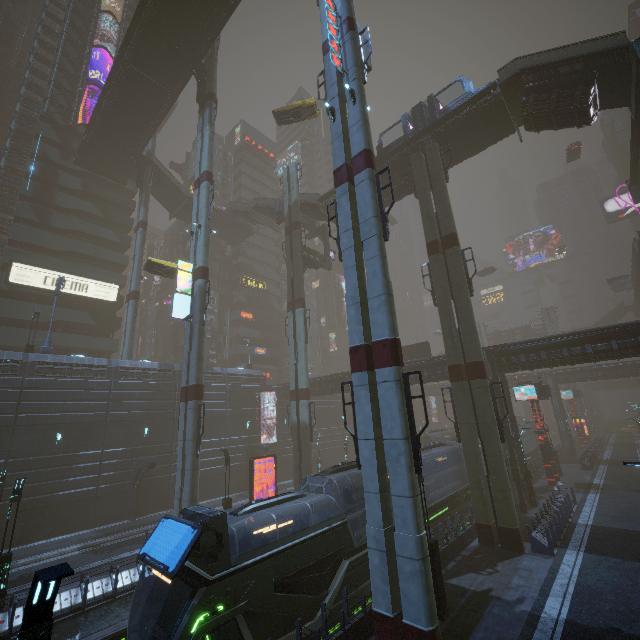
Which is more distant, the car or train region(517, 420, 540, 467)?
the car

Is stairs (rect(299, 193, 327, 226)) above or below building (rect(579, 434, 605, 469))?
above

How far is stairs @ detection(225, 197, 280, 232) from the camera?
42.34m

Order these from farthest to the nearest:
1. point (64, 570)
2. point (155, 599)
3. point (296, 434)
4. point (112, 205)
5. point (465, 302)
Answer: point (112, 205) < point (296, 434) < point (465, 302) < point (155, 599) < point (64, 570)

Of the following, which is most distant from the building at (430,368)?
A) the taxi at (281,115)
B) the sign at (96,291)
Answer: the taxi at (281,115)

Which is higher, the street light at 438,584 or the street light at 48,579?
the street light at 48,579

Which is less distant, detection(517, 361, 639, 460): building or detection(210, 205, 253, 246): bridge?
detection(517, 361, 639, 460): building

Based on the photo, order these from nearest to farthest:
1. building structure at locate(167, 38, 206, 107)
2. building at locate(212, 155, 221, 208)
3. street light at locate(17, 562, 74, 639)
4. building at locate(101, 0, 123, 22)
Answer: street light at locate(17, 562, 74, 639) < building structure at locate(167, 38, 206, 107) < building at locate(101, 0, 123, 22) < building at locate(212, 155, 221, 208)
